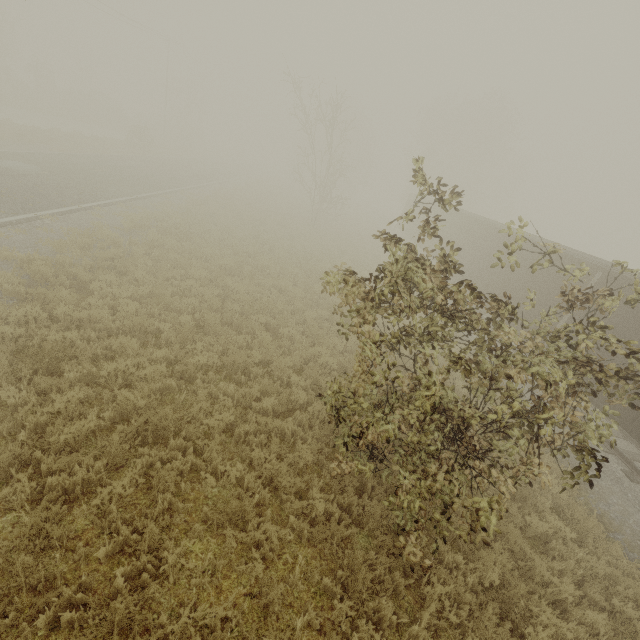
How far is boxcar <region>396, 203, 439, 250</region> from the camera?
25.6 meters

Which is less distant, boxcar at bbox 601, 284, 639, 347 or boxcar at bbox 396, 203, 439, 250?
boxcar at bbox 601, 284, 639, 347

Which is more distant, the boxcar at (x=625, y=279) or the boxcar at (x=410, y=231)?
the boxcar at (x=410, y=231)

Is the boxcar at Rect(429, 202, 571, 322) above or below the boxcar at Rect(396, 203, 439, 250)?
above

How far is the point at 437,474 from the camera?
4.5 meters
